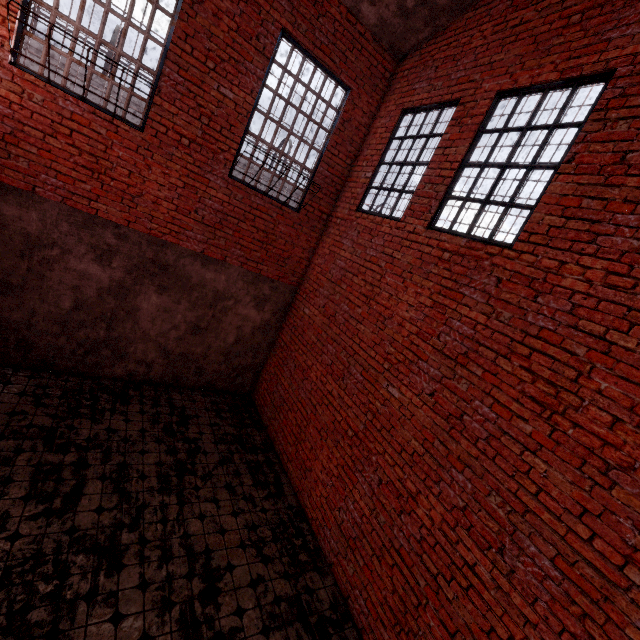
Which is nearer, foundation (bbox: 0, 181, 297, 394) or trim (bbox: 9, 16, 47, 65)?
trim (bbox: 9, 16, 47, 65)

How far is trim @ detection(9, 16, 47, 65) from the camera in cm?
407

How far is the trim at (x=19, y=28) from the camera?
4.1 meters

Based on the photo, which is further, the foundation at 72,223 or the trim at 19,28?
the foundation at 72,223

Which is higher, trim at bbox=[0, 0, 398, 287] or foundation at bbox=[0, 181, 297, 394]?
trim at bbox=[0, 0, 398, 287]

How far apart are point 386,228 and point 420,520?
4.3m
